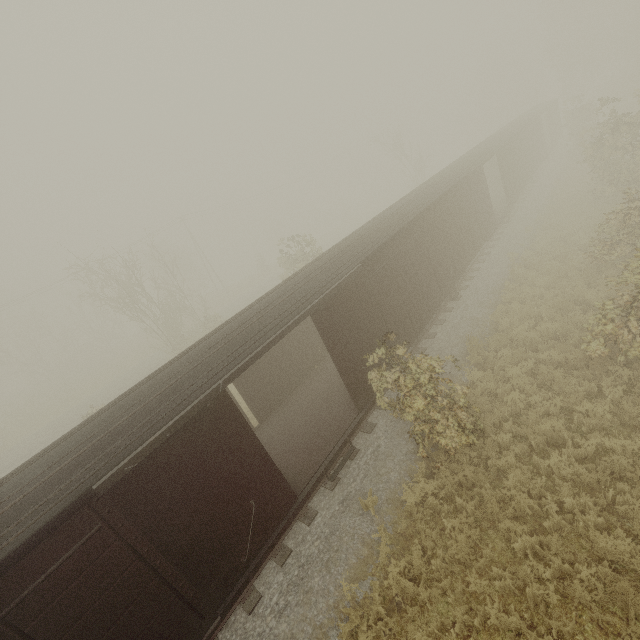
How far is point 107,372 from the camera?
35.5m
